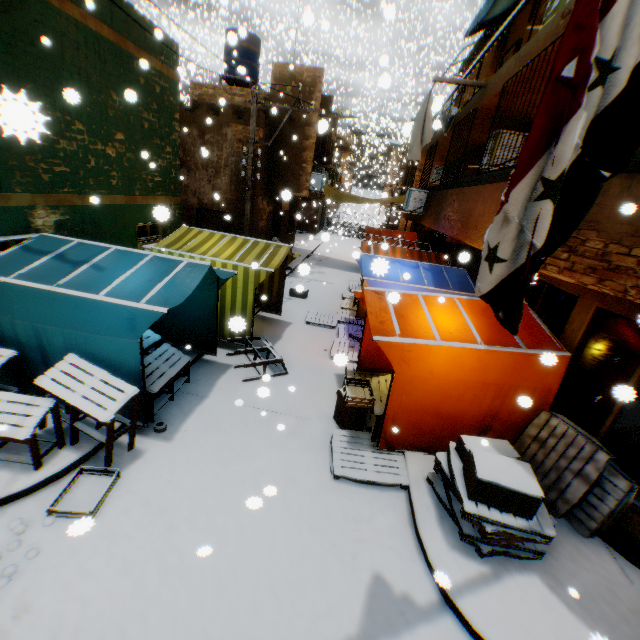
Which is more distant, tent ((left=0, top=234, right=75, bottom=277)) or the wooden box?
tent ((left=0, top=234, right=75, bottom=277))

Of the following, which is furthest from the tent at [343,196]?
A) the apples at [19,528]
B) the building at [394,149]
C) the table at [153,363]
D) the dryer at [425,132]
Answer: the building at [394,149]

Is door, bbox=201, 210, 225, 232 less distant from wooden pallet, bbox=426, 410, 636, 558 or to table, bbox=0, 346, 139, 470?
table, bbox=0, 346, 139, 470

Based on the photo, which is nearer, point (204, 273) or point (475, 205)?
point (204, 273)

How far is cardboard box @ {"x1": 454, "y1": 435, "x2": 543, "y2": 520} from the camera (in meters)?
3.77

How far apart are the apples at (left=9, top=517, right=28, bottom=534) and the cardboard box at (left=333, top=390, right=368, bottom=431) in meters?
4.5 m

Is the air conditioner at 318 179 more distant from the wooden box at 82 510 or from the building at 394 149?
the building at 394 149

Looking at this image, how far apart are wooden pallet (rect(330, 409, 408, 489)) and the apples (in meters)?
3.83
